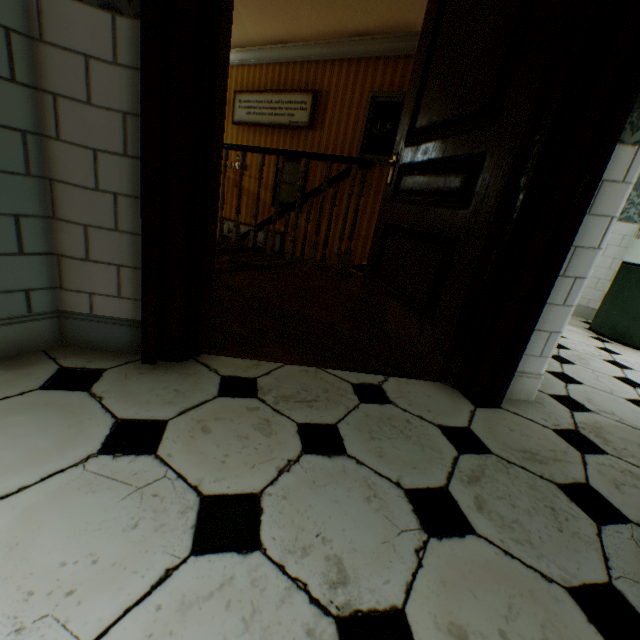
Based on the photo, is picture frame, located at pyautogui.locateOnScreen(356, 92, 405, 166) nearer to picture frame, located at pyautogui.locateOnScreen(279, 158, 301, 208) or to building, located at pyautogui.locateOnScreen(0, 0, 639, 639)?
building, located at pyautogui.locateOnScreen(0, 0, 639, 639)

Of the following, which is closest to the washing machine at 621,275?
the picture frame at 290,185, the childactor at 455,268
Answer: the childactor at 455,268

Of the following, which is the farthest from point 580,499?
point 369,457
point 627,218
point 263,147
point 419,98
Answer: point 263,147

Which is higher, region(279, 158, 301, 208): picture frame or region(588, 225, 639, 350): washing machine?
region(279, 158, 301, 208): picture frame

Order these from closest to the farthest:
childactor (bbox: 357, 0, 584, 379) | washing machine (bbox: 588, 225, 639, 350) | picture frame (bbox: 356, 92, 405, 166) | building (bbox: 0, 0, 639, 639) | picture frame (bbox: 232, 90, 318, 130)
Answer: building (bbox: 0, 0, 639, 639)
childactor (bbox: 357, 0, 584, 379)
washing machine (bbox: 588, 225, 639, 350)
picture frame (bbox: 356, 92, 405, 166)
picture frame (bbox: 232, 90, 318, 130)

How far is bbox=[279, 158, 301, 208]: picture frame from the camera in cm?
600

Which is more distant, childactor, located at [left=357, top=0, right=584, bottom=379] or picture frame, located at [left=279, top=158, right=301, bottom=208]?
picture frame, located at [left=279, top=158, right=301, bottom=208]

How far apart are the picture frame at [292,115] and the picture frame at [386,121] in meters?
1.0
